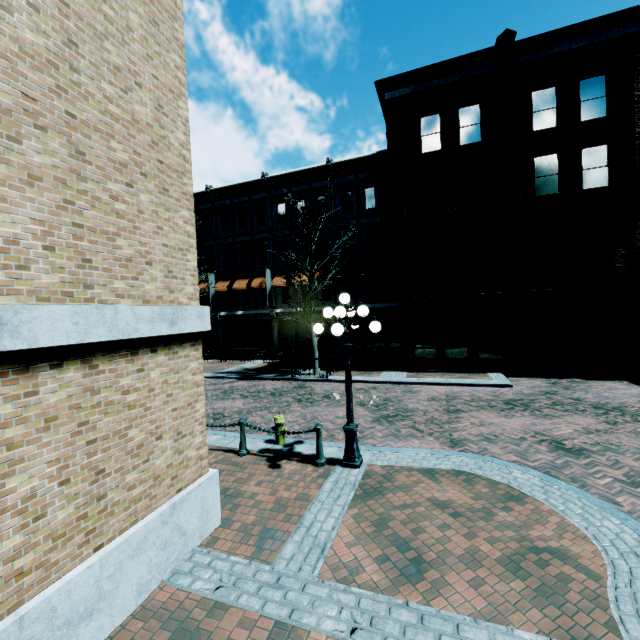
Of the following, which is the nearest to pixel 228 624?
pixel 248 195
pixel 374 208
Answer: pixel 374 208

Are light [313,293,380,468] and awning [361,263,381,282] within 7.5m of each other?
no

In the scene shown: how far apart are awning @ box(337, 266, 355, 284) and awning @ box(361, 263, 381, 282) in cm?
46

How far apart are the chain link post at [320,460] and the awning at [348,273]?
14.83m

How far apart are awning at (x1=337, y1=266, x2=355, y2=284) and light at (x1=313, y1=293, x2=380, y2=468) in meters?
13.8

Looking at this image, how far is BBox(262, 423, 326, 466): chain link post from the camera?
6.9m

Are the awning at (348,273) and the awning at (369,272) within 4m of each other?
yes

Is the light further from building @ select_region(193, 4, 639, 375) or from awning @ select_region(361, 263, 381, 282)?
awning @ select_region(361, 263, 381, 282)
